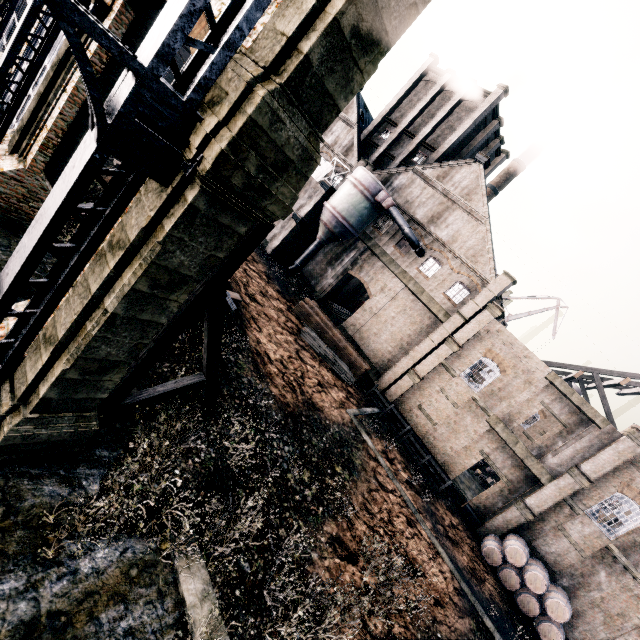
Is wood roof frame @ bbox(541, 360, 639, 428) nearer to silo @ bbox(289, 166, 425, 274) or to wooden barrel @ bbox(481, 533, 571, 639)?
wooden barrel @ bbox(481, 533, 571, 639)

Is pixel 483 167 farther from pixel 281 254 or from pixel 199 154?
pixel 199 154

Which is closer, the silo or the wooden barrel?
the wooden barrel

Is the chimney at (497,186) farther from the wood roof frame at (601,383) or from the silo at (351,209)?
the wood roof frame at (601,383)

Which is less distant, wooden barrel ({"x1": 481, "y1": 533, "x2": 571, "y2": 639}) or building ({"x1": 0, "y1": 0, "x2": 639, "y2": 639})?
building ({"x1": 0, "y1": 0, "x2": 639, "y2": 639})

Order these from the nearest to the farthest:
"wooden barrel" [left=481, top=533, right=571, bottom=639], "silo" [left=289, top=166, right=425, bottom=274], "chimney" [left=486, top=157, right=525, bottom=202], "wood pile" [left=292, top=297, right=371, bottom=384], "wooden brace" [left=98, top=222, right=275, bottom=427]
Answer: "wooden brace" [left=98, top=222, right=275, bottom=427] < "wooden barrel" [left=481, top=533, right=571, bottom=639] < "wood pile" [left=292, top=297, right=371, bottom=384] < "silo" [left=289, top=166, right=425, bottom=274] < "chimney" [left=486, top=157, right=525, bottom=202]

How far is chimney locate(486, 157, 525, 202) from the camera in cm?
4634

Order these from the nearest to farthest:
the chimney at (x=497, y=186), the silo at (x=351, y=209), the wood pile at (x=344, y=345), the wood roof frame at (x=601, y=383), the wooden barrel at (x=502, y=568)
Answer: the wooden barrel at (x=502, y=568), the wood pile at (x=344, y=345), the wood roof frame at (x=601, y=383), the silo at (x=351, y=209), the chimney at (x=497, y=186)
